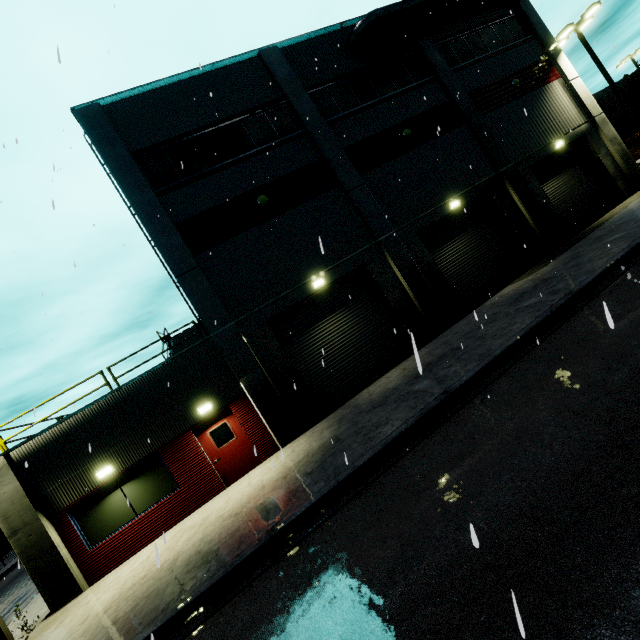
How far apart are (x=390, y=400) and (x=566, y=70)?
22.48m

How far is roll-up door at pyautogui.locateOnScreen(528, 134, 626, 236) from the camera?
17.4 meters

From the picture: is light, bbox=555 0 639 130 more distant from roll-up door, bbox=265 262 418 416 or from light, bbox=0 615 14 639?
light, bbox=0 615 14 639

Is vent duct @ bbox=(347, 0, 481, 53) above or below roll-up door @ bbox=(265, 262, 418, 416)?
above

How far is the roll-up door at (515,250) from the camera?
15.2m

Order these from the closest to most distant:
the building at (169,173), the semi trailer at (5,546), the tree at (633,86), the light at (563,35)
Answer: the building at (169,173) < the light at (563,35) < the semi trailer at (5,546) < the tree at (633,86)
